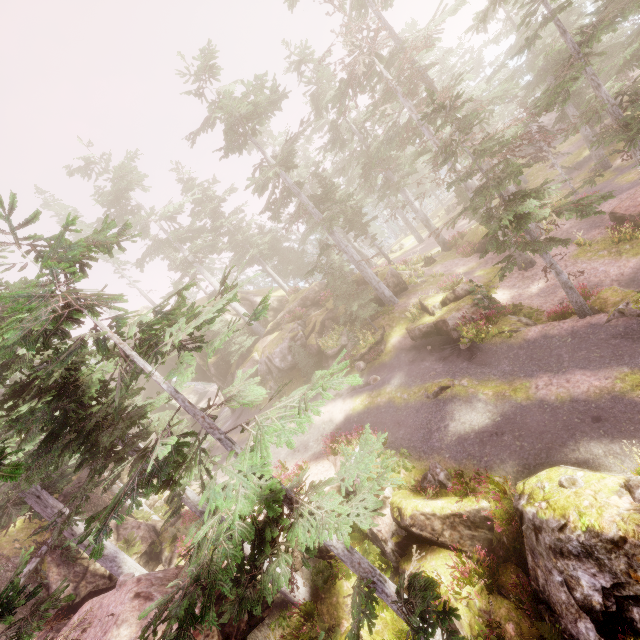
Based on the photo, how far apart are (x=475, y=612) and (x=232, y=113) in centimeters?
2578cm

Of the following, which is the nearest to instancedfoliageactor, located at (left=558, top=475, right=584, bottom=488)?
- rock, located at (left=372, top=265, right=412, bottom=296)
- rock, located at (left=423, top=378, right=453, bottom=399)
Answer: rock, located at (left=372, top=265, right=412, bottom=296)

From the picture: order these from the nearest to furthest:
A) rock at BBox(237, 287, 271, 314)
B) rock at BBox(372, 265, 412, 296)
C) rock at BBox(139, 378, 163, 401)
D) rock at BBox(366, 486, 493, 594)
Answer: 1. rock at BBox(366, 486, 493, 594)
2. rock at BBox(372, 265, 412, 296)
3. rock at BBox(237, 287, 271, 314)
4. rock at BBox(139, 378, 163, 401)

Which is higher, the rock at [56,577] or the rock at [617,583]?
the rock at [56,577]

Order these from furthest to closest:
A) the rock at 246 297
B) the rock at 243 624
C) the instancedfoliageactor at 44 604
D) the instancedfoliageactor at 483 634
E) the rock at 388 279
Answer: the rock at 246 297
the rock at 388 279
the rock at 243 624
the instancedfoliageactor at 483 634
the instancedfoliageactor at 44 604

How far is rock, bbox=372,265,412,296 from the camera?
25.5 meters

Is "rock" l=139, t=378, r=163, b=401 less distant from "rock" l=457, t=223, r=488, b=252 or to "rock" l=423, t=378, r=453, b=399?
"rock" l=423, t=378, r=453, b=399

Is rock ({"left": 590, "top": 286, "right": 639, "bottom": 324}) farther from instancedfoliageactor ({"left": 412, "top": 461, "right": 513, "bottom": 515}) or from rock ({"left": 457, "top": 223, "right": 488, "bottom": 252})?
rock ({"left": 457, "top": 223, "right": 488, "bottom": 252})
